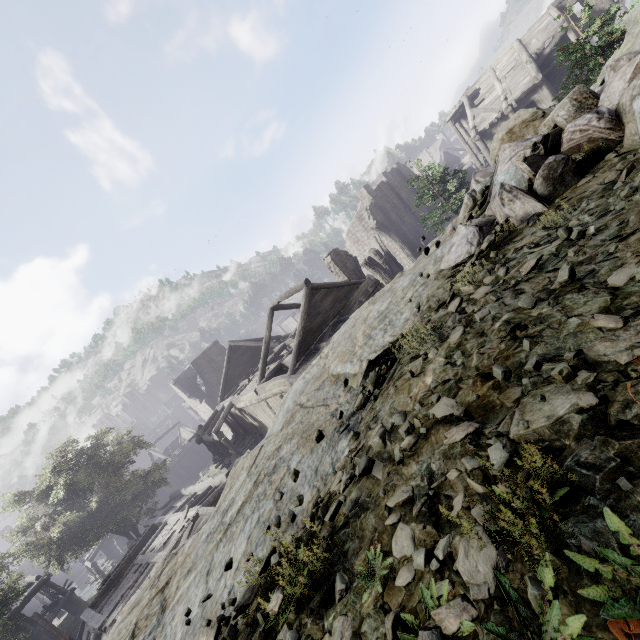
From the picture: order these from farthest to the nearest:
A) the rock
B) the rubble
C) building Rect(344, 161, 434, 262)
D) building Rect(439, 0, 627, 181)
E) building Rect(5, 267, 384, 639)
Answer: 1. building Rect(344, 161, 434, 262)
2. building Rect(439, 0, 627, 181)
3. building Rect(5, 267, 384, 639)
4. the rubble
5. the rock

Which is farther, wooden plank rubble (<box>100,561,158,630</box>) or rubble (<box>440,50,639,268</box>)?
wooden plank rubble (<box>100,561,158,630</box>)

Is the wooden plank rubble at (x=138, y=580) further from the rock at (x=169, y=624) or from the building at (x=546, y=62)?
the rock at (x=169, y=624)

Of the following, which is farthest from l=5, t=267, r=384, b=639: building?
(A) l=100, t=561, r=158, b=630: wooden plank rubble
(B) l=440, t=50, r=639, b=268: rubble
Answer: (B) l=440, t=50, r=639, b=268: rubble

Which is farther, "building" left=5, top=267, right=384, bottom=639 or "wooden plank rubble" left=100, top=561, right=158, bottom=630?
"building" left=5, top=267, right=384, bottom=639

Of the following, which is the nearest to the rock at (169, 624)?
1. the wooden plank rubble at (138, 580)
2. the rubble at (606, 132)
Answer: the rubble at (606, 132)

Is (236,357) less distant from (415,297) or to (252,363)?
(252,363)

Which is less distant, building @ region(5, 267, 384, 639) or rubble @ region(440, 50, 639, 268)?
rubble @ region(440, 50, 639, 268)
